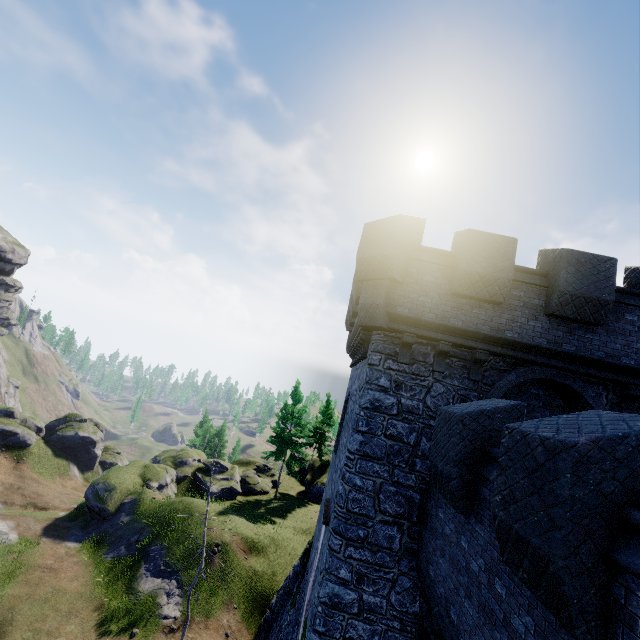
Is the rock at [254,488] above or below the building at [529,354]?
below

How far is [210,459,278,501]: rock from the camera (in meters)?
31.04

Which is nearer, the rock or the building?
the building

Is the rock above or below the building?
below

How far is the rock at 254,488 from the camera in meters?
31.0

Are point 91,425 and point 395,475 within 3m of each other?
no
